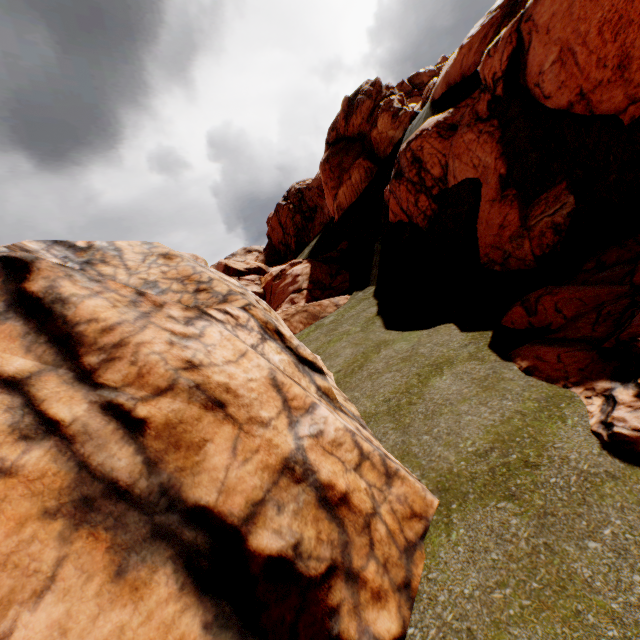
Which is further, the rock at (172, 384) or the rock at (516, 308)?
the rock at (516, 308)

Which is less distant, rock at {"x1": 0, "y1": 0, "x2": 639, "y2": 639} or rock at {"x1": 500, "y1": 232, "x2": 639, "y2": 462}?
rock at {"x1": 0, "y1": 0, "x2": 639, "y2": 639}

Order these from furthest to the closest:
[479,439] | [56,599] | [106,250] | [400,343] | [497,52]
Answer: [497,52] < [400,343] < [106,250] < [479,439] < [56,599]
